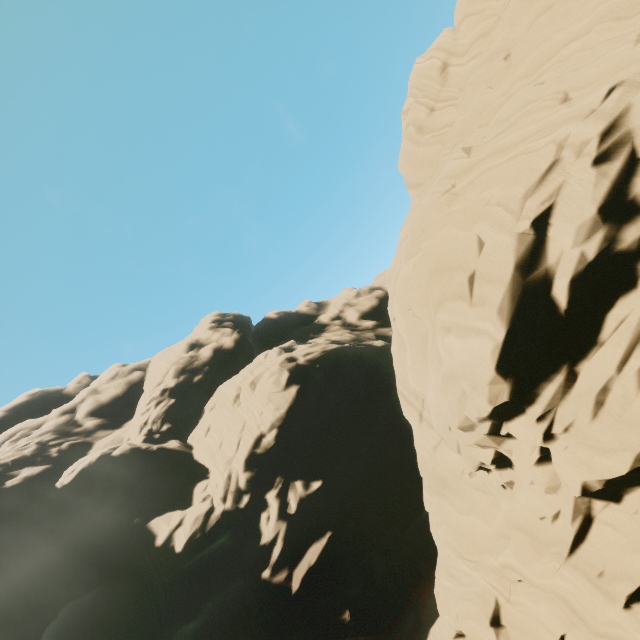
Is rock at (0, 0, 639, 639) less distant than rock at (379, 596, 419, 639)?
Yes

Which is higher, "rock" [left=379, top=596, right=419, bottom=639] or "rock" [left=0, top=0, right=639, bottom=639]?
"rock" [left=0, top=0, right=639, bottom=639]

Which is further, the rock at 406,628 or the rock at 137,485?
the rock at 406,628

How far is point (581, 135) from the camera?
9.5m

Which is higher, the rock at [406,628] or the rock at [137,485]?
the rock at [137,485]
